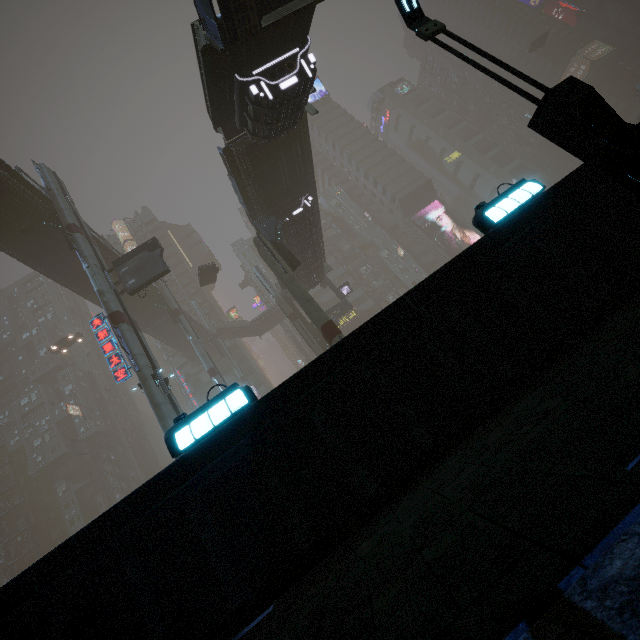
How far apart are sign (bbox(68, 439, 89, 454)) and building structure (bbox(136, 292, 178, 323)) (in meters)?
32.47

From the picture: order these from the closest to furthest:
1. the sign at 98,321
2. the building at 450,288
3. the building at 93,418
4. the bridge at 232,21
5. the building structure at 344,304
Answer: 1. the building at 450,288
2. the bridge at 232,21
3. the sign at 98,321
4. the building structure at 344,304
5. the building at 93,418

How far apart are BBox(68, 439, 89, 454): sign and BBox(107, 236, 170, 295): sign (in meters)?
46.77

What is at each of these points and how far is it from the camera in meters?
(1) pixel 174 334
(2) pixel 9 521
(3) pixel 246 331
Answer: (1) bridge, 48.6 m
(2) building, 56.7 m
(3) stairs, 57.3 m

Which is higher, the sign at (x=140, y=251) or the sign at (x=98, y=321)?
the sign at (x=140, y=251)

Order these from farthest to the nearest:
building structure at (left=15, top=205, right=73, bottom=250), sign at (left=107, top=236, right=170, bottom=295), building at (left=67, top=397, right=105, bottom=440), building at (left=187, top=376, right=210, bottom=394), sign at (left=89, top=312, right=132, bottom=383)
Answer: building at (left=187, top=376, right=210, bottom=394), building at (left=67, top=397, right=105, bottom=440), building structure at (left=15, top=205, right=73, bottom=250), sign at (left=107, top=236, right=170, bottom=295), sign at (left=89, top=312, right=132, bottom=383)

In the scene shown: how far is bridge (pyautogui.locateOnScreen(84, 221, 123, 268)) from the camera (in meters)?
31.34

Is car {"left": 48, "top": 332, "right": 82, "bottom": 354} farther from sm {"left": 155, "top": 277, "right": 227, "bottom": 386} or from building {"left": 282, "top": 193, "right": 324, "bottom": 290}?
building {"left": 282, "top": 193, "right": 324, "bottom": 290}
